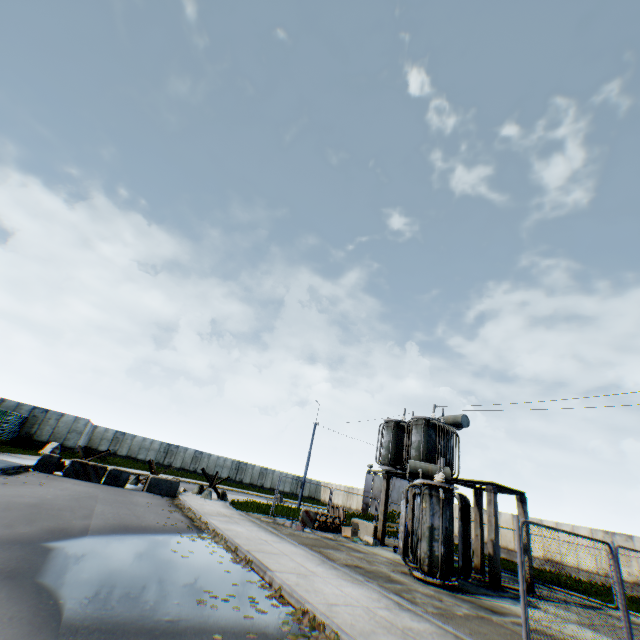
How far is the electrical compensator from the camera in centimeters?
1041cm

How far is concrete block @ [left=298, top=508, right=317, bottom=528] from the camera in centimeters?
1720cm

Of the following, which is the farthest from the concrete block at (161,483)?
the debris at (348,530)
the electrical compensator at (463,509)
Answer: the electrical compensator at (463,509)

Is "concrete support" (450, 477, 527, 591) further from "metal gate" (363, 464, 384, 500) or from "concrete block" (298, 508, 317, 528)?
"metal gate" (363, 464, 384, 500)

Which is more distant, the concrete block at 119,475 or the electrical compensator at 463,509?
the concrete block at 119,475

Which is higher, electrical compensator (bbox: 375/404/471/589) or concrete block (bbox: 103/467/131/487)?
electrical compensator (bbox: 375/404/471/589)

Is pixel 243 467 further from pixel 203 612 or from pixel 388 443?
pixel 203 612

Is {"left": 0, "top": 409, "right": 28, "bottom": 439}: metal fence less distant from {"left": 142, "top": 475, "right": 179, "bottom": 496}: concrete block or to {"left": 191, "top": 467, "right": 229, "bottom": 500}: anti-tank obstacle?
{"left": 191, "top": 467, "right": 229, "bottom": 500}: anti-tank obstacle
